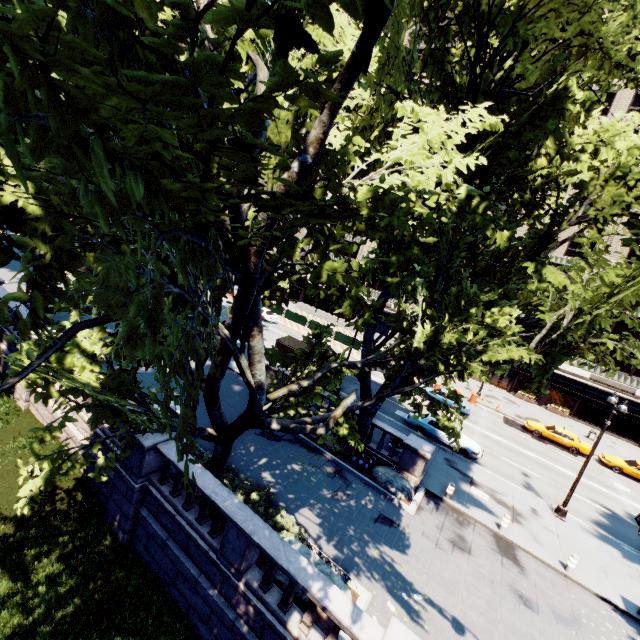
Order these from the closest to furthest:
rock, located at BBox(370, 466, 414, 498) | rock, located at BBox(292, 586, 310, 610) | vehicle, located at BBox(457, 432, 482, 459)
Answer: rock, located at BBox(292, 586, 310, 610) → rock, located at BBox(370, 466, 414, 498) → vehicle, located at BBox(457, 432, 482, 459)

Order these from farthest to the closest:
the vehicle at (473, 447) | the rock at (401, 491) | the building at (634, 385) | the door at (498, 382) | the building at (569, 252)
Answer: the door at (498, 382) → the building at (569, 252) → the building at (634, 385) → the vehicle at (473, 447) → the rock at (401, 491)

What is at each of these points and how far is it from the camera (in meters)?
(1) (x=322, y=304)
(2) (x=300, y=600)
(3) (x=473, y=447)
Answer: (1) building, 58.16
(2) rock, 9.38
(3) vehicle, 21.67

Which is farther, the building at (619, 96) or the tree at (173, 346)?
the building at (619, 96)

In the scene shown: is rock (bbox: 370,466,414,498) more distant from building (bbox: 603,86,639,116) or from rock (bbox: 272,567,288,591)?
building (bbox: 603,86,639,116)

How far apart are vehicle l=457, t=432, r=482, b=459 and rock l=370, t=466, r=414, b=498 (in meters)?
6.74

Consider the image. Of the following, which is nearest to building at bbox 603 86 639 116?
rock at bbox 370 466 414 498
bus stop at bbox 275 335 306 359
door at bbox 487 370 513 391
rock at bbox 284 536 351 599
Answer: door at bbox 487 370 513 391

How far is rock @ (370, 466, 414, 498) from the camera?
15.6m
